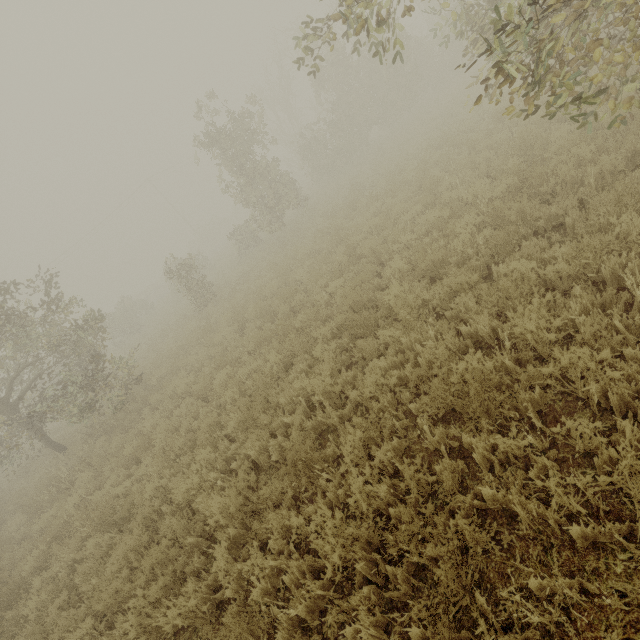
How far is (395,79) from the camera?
20.86m
